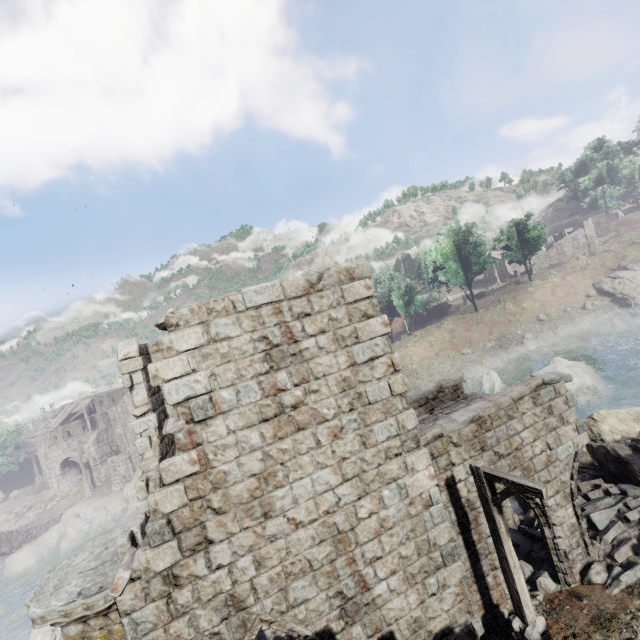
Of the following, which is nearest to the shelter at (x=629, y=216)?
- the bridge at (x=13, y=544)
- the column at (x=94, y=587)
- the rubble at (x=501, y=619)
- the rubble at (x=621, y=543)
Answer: the rubble at (x=621, y=543)

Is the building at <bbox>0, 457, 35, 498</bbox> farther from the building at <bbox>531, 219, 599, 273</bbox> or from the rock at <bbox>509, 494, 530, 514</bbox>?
the building at <bbox>531, 219, 599, 273</bbox>

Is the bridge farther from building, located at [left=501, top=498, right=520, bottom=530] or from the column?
the column

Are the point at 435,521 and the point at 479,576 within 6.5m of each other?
yes

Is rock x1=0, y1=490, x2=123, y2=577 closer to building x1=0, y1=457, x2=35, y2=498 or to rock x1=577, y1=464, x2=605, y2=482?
building x1=0, y1=457, x2=35, y2=498

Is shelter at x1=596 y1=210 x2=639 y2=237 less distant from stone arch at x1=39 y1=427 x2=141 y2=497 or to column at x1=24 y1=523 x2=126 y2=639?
column at x1=24 y1=523 x2=126 y2=639

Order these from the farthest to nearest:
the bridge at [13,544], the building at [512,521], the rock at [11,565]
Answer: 1. the bridge at [13,544]
2. the rock at [11,565]
3. the building at [512,521]

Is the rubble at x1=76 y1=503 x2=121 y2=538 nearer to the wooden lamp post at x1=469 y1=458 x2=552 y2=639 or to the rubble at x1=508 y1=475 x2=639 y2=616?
the rubble at x1=508 y1=475 x2=639 y2=616
